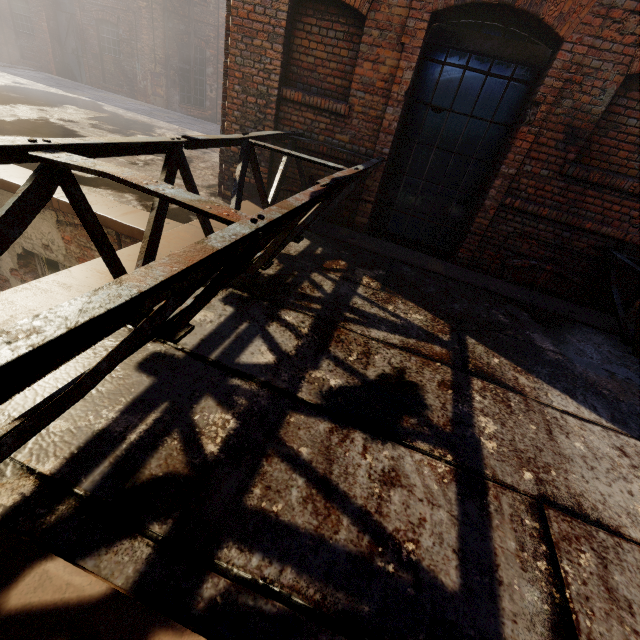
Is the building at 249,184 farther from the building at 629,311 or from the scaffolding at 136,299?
the building at 629,311

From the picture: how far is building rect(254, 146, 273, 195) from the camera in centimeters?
504cm

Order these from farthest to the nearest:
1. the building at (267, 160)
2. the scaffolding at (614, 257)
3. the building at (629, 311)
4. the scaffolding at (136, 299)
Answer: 1. the building at (267, 160)
2. the building at (629, 311)
3. the scaffolding at (614, 257)
4. the scaffolding at (136, 299)

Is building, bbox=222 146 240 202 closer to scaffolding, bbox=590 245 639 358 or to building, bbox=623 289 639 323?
scaffolding, bbox=590 245 639 358

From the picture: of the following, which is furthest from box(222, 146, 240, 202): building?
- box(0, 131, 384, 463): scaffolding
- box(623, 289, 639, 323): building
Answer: box(623, 289, 639, 323): building

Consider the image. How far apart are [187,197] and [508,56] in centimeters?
464cm
